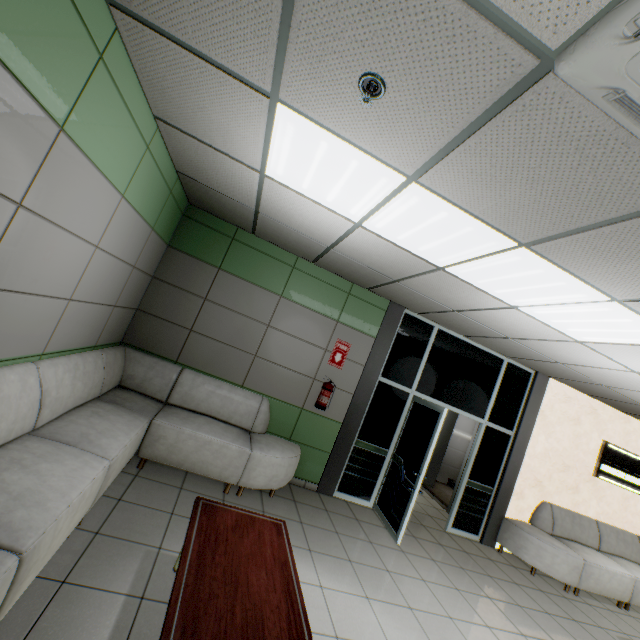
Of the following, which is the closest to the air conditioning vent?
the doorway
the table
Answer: the table

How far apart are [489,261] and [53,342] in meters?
3.8

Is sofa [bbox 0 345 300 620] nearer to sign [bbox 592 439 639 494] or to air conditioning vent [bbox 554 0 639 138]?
air conditioning vent [bbox 554 0 639 138]

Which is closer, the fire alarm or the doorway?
the fire alarm

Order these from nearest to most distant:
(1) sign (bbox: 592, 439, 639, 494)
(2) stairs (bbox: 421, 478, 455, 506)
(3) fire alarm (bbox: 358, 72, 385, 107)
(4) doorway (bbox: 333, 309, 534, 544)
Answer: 1. (3) fire alarm (bbox: 358, 72, 385, 107)
2. (4) doorway (bbox: 333, 309, 534, 544)
3. (1) sign (bbox: 592, 439, 639, 494)
4. (2) stairs (bbox: 421, 478, 455, 506)

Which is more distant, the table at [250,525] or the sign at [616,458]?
the sign at [616,458]

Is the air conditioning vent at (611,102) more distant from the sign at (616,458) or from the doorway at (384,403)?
the sign at (616,458)

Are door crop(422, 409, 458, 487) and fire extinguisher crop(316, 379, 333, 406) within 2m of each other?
no
